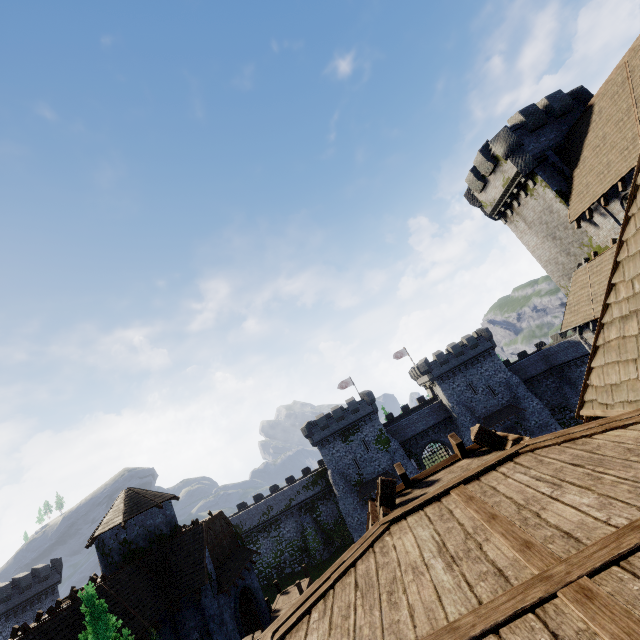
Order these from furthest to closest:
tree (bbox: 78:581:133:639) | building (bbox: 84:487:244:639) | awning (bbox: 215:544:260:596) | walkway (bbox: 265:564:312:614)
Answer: walkway (bbox: 265:564:312:614), awning (bbox: 215:544:260:596), building (bbox: 84:487:244:639), tree (bbox: 78:581:133:639)

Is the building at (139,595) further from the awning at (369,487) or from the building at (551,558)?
the awning at (369,487)

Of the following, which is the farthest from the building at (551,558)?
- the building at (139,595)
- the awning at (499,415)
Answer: the awning at (499,415)

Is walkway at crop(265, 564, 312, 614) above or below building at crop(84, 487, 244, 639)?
below

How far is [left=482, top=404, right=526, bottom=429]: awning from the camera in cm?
4372

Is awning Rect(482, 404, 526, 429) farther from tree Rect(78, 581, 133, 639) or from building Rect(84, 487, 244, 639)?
tree Rect(78, 581, 133, 639)

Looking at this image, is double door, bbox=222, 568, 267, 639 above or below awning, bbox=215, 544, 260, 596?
below

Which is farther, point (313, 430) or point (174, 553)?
point (313, 430)
